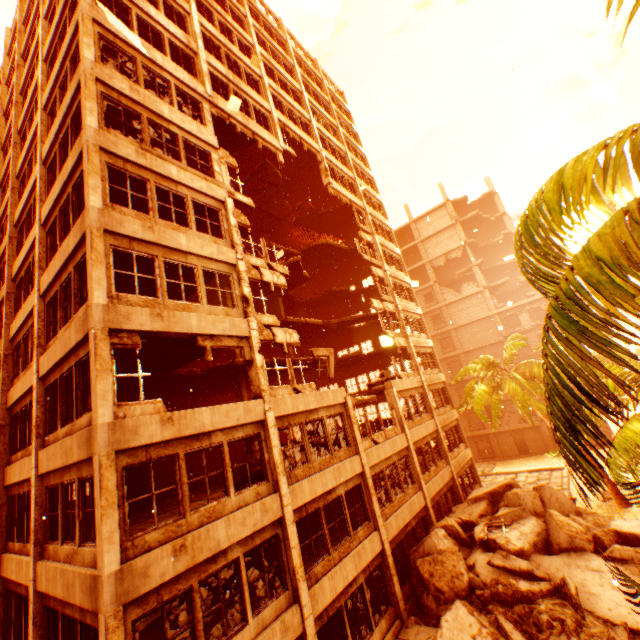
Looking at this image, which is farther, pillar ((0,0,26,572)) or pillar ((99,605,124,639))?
pillar ((0,0,26,572))

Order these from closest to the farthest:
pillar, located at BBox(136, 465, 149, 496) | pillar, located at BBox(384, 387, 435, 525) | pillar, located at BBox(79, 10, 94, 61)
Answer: pillar, located at BBox(79, 10, 94, 61)
pillar, located at BBox(136, 465, 149, 496)
pillar, located at BBox(384, 387, 435, 525)

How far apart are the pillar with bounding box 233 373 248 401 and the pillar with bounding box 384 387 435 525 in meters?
8.1 m

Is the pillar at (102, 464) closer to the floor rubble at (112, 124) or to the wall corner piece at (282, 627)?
the wall corner piece at (282, 627)

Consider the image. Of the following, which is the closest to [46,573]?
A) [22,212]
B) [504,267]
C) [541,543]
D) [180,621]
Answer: [180,621]

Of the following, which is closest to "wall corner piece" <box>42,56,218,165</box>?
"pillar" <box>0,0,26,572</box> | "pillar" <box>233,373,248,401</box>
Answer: "pillar" <box>0,0,26,572</box>

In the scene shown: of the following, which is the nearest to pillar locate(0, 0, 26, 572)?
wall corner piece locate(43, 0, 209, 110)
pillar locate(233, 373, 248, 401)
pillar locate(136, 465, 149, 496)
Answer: wall corner piece locate(43, 0, 209, 110)

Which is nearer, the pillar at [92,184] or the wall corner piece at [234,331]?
the wall corner piece at [234,331]
